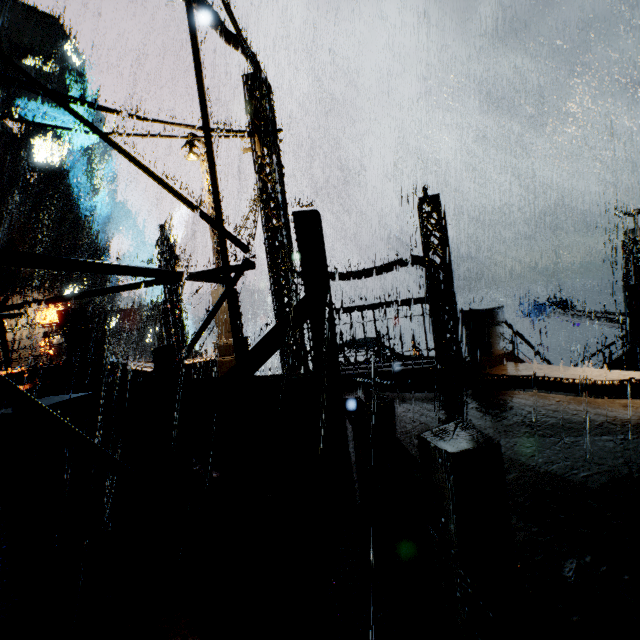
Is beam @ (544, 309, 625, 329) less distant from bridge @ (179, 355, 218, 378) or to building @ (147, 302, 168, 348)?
building @ (147, 302, 168, 348)

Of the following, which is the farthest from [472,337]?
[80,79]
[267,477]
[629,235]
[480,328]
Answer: [80,79]

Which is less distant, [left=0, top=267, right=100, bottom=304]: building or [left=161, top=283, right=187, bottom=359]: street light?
[left=161, top=283, right=187, bottom=359]: street light

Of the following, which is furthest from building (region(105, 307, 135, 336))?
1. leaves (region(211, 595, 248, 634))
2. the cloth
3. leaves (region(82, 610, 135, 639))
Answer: the cloth

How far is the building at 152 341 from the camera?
19.66m

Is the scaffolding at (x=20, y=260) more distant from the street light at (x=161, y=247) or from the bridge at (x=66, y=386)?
the street light at (x=161, y=247)

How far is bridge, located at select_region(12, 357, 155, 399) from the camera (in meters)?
8.54

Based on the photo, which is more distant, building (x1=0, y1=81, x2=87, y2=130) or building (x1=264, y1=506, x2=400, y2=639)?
building (x1=0, y1=81, x2=87, y2=130)
